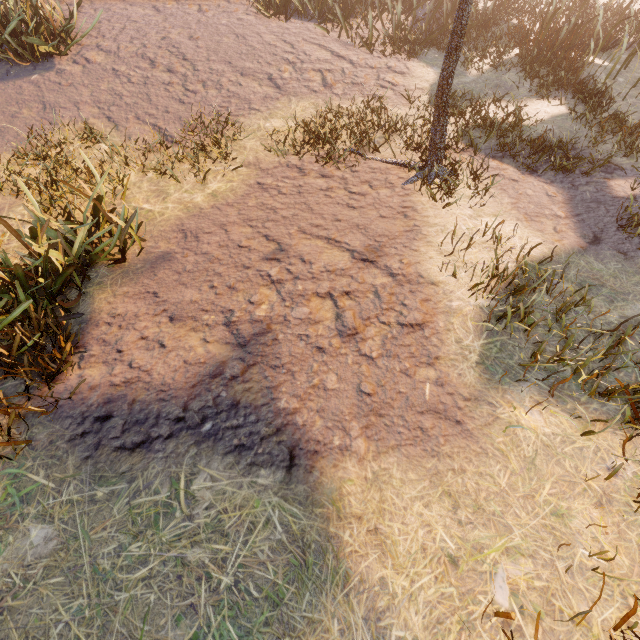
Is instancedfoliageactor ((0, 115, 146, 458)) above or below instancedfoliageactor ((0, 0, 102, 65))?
below

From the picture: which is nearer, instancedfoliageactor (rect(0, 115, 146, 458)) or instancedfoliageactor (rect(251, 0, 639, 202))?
instancedfoliageactor (rect(0, 115, 146, 458))

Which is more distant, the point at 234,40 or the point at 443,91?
the point at 234,40

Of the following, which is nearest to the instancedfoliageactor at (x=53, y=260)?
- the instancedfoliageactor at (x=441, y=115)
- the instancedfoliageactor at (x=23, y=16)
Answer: the instancedfoliageactor at (x=441, y=115)

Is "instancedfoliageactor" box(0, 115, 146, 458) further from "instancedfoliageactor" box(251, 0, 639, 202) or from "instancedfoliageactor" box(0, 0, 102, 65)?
"instancedfoliageactor" box(0, 0, 102, 65)

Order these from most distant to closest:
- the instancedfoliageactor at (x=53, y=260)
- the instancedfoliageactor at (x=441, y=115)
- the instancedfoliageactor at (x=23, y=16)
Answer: the instancedfoliageactor at (x=23, y=16) → the instancedfoliageactor at (x=441, y=115) → the instancedfoliageactor at (x=53, y=260)

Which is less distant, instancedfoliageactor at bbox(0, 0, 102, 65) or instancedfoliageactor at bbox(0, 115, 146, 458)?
instancedfoliageactor at bbox(0, 115, 146, 458)
